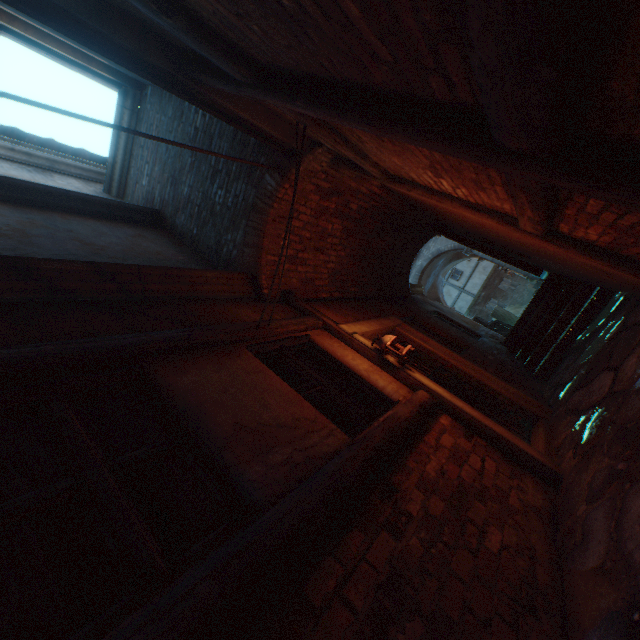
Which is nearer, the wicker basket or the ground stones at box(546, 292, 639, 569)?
the ground stones at box(546, 292, 639, 569)

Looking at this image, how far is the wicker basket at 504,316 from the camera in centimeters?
1262cm

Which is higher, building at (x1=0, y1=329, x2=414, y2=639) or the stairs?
building at (x1=0, y1=329, x2=414, y2=639)

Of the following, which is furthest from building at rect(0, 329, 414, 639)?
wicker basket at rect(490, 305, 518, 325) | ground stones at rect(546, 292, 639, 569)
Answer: wicker basket at rect(490, 305, 518, 325)

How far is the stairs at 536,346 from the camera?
6.0m

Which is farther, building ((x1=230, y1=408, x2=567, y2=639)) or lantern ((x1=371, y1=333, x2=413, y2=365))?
lantern ((x1=371, y1=333, x2=413, y2=365))

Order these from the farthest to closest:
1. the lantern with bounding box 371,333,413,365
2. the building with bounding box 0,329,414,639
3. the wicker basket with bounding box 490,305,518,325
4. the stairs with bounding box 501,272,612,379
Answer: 1. the wicker basket with bounding box 490,305,518,325
2. the stairs with bounding box 501,272,612,379
3. the lantern with bounding box 371,333,413,365
4. the building with bounding box 0,329,414,639

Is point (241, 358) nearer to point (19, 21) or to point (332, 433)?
point (332, 433)
